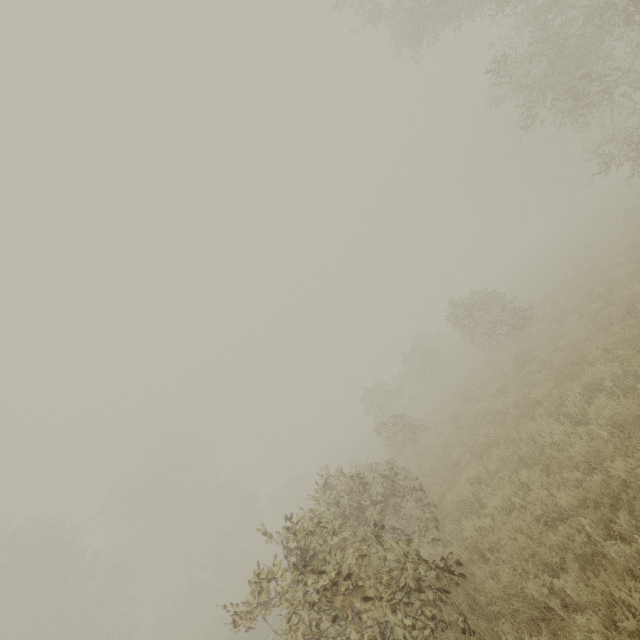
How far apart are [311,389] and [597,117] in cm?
5058

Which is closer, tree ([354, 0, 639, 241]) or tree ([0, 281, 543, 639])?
tree ([0, 281, 543, 639])

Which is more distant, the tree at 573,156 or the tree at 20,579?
the tree at 573,156
